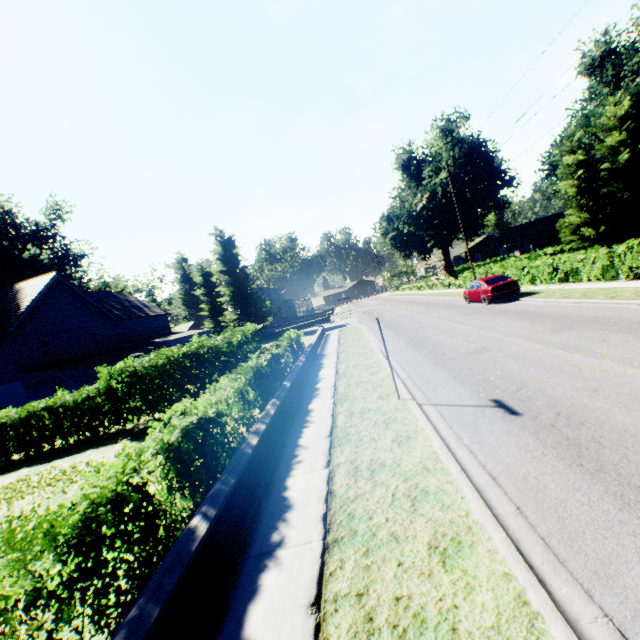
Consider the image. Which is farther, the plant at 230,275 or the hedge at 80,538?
the plant at 230,275

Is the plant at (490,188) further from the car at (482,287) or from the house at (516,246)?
the car at (482,287)

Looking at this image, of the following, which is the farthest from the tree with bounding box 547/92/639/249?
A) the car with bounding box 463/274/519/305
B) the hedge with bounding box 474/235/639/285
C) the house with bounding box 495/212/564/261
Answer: the car with bounding box 463/274/519/305

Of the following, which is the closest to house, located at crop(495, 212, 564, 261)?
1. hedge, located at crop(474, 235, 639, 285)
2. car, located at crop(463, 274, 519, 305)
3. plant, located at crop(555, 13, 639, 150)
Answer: plant, located at crop(555, 13, 639, 150)

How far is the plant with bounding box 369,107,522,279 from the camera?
42.9 meters

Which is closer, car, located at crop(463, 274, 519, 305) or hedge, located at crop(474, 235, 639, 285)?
hedge, located at crop(474, 235, 639, 285)

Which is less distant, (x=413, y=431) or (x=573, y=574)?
(x=573, y=574)

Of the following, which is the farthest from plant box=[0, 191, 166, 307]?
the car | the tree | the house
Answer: the car
